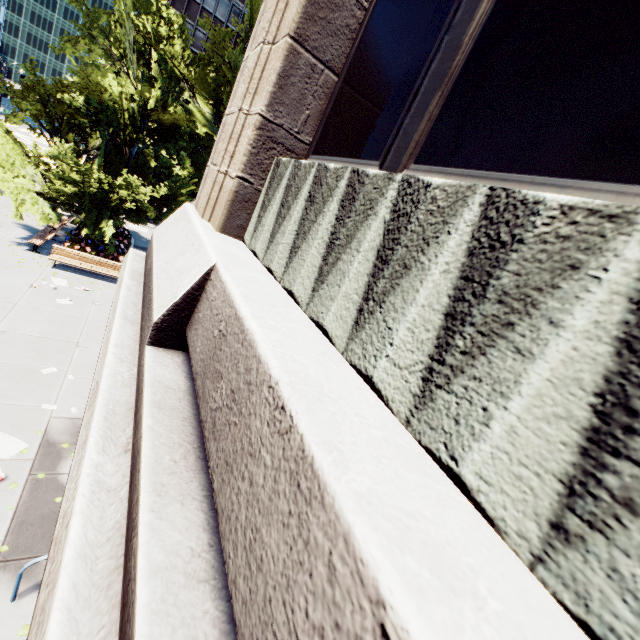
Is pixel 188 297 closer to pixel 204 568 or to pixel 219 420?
pixel 219 420

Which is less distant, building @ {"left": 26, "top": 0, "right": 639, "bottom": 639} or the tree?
building @ {"left": 26, "top": 0, "right": 639, "bottom": 639}

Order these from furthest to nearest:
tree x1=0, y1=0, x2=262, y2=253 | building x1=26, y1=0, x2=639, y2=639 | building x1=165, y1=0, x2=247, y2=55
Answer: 1. building x1=165, y1=0, x2=247, y2=55
2. tree x1=0, y1=0, x2=262, y2=253
3. building x1=26, y1=0, x2=639, y2=639

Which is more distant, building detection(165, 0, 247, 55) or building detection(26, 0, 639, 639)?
building detection(165, 0, 247, 55)

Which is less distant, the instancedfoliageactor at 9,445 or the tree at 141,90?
the instancedfoliageactor at 9,445

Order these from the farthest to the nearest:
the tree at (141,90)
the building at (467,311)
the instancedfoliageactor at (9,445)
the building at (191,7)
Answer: the building at (191,7)
the tree at (141,90)
the instancedfoliageactor at (9,445)
the building at (467,311)

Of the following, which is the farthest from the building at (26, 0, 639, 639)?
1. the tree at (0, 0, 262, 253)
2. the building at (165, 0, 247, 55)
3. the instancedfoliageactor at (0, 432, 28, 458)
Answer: the building at (165, 0, 247, 55)
